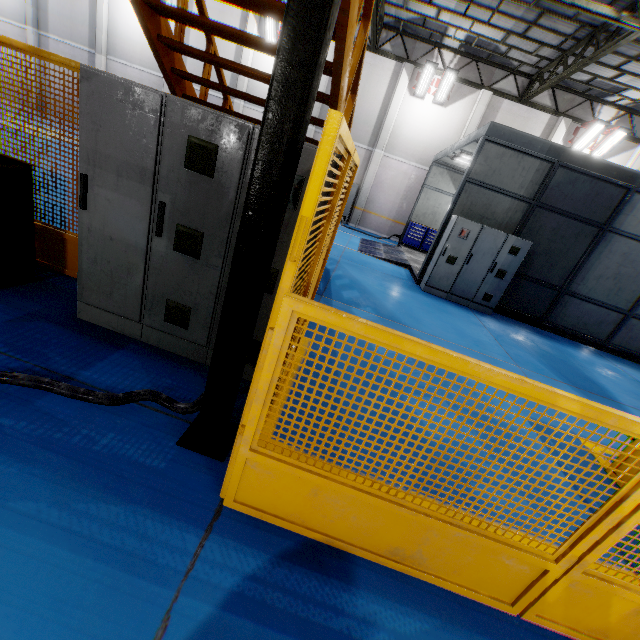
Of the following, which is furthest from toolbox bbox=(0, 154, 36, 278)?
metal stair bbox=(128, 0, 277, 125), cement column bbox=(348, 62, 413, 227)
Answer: cement column bbox=(348, 62, 413, 227)

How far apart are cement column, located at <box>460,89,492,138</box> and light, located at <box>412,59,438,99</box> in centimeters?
224cm

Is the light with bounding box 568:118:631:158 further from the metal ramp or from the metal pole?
the metal pole

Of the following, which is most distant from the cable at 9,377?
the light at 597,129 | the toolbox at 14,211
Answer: the light at 597,129

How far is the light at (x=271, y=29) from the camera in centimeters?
1522cm

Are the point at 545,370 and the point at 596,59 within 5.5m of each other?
no

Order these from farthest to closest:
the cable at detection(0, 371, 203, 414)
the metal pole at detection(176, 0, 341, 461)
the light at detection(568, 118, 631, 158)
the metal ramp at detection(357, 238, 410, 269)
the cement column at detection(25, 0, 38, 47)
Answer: the cement column at detection(25, 0, 38, 47)
the light at detection(568, 118, 631, 158)
the metal ramp at detection(357, 238, 410, 269)
the cable at detection(0, 371, 203, 414)
the metal pole at detection(176, 0, 341, 461)

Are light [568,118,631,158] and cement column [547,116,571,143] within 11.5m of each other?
yes
